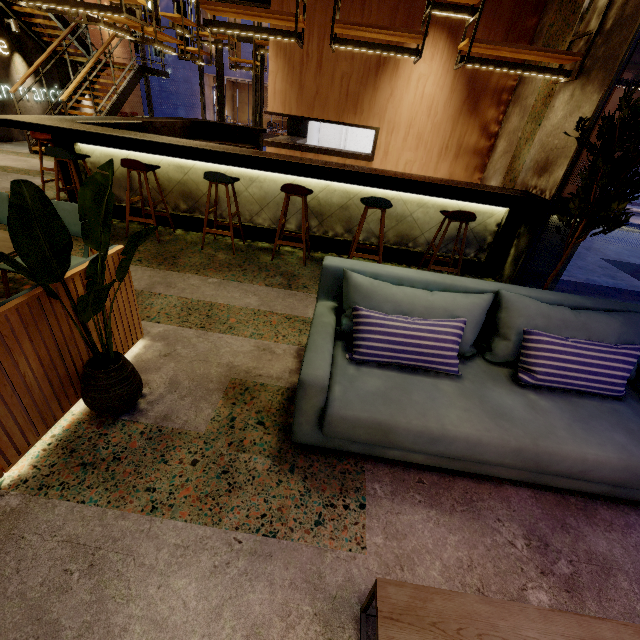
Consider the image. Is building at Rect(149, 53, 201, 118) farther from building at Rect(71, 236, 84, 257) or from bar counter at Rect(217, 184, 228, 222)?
bar counter at Rect(217, 184, 228, 222)

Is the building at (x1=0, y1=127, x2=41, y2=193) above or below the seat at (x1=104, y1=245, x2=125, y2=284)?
below

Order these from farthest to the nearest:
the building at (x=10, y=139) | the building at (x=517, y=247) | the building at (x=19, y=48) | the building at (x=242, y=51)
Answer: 1. the building at (x=242, y=51)
2. the building at (x=19, y=48)
3. the building at (x=10, y=139)
4. the building at (x=517, y=247)

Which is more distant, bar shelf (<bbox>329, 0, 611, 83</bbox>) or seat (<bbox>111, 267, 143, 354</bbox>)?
bar shelf (<bbox>329, 0, 611, 83</bbox>)

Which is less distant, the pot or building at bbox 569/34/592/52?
the pot

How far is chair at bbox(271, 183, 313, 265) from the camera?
3.8m

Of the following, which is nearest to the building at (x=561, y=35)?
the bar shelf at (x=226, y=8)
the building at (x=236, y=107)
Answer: the bar shelf at (x=226, y=8)

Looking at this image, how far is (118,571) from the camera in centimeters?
135cm
